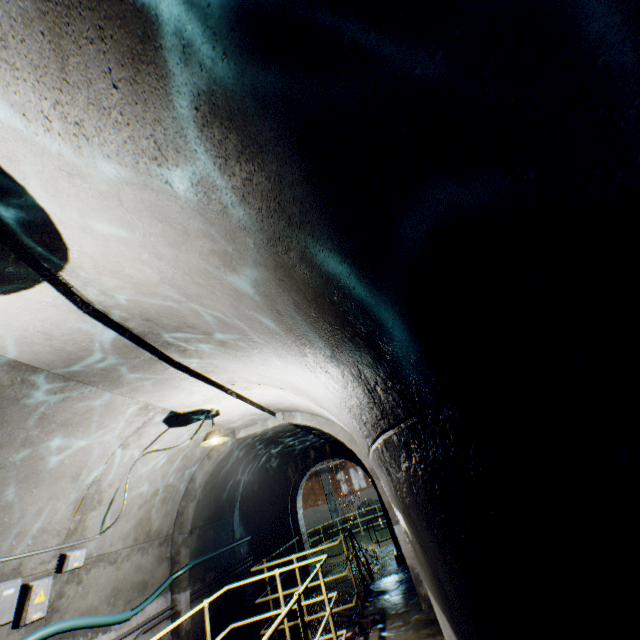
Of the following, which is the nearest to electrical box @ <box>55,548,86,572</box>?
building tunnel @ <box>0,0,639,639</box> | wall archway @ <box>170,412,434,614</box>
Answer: building tunnel @ <box>0,0,639,639</box>

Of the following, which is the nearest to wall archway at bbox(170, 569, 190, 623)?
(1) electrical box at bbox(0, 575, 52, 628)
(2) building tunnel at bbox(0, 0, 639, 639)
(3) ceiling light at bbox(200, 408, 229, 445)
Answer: (2) building tunnel at bbox(0, 0, 639, 639)

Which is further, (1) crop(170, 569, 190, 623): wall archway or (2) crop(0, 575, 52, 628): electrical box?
(1) crop(170, 569, 190, 623): wall archway

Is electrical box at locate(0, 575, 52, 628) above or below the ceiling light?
below

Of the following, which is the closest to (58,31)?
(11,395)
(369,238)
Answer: (369,238)

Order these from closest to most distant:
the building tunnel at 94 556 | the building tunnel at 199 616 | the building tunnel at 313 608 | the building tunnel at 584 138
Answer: the building tunnel at 584 138
the building tunnel at 94 556
the building tunnel at 199 616
the building tunnel at 313 608

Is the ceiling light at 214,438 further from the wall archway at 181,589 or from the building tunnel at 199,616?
the wall archway at 181,589

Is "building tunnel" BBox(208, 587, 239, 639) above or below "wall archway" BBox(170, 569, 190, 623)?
below
